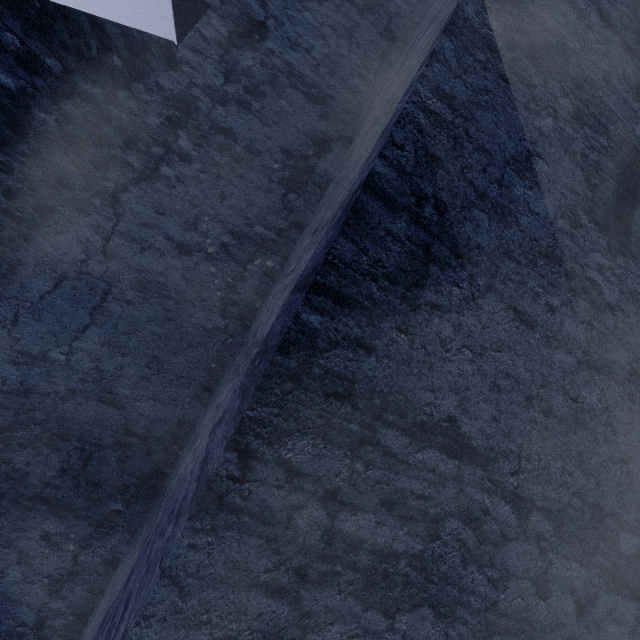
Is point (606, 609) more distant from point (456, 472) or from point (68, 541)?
point (68, 541)
